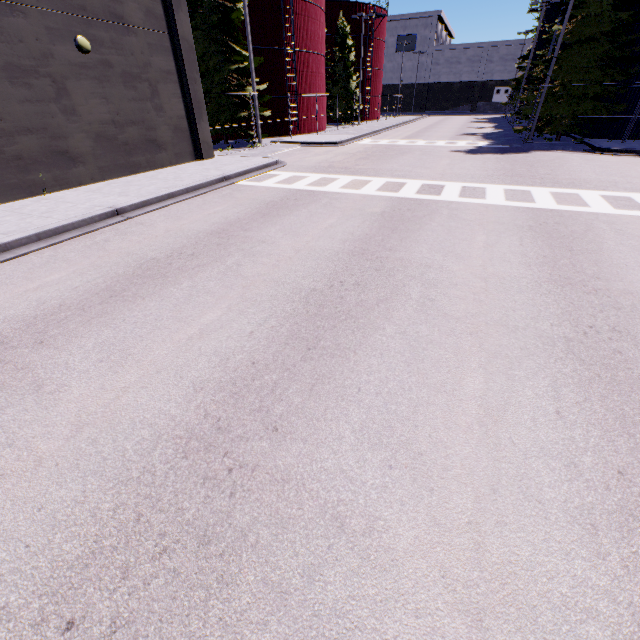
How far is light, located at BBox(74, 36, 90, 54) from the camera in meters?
10.7

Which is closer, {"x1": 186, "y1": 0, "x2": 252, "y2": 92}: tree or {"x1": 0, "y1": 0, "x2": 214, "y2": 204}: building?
{"x1": 0, "y1": 0, "x2": 214, "y2": 204}: building

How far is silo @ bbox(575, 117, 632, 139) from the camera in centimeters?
2111cm

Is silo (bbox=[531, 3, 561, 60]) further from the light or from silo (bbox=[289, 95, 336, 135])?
the light

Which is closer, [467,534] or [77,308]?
[467,534]

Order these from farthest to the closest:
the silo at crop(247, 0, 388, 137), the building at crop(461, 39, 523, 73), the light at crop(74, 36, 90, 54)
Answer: the building at crop(461, 39, 523, 73) < the silo at crop(247, 0, 388, 137) < the light at crop(74, 36, 90, 54)

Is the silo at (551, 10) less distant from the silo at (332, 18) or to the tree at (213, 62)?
the silo at (332, 18)

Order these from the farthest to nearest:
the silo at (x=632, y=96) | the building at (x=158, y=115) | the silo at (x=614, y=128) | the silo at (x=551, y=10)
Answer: the silo at (x=551, y=10)
the silo at (x=614, y=128)
the silo at (x=632, y=96)
the building at (x=158, y=115)
